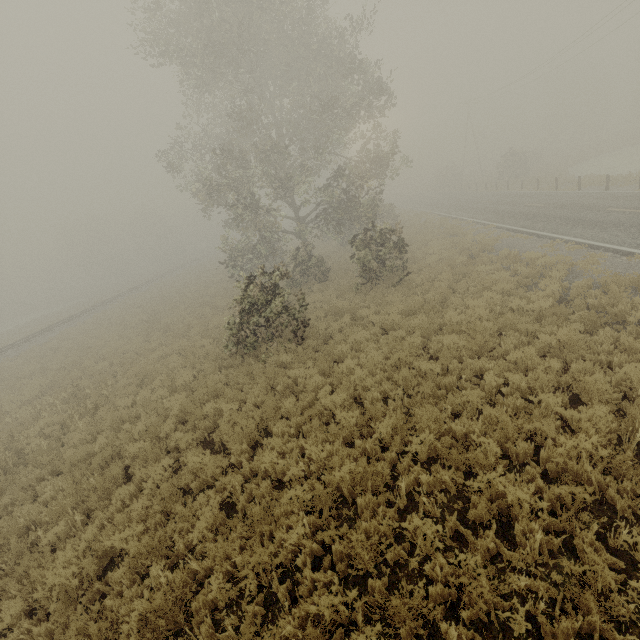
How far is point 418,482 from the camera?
5.7m

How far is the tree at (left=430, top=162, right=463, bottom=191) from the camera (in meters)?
53.09

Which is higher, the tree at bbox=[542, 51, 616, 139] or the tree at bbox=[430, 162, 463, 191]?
the tree at bbox=[542, 51, 616, 139]

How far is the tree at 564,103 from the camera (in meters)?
55.42

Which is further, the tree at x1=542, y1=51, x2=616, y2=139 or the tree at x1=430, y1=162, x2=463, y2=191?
the tree at x1=542, y1=51, x2=616, y2=139

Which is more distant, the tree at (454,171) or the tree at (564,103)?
the tree at (564,103)

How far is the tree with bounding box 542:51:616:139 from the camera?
55.4 meters
